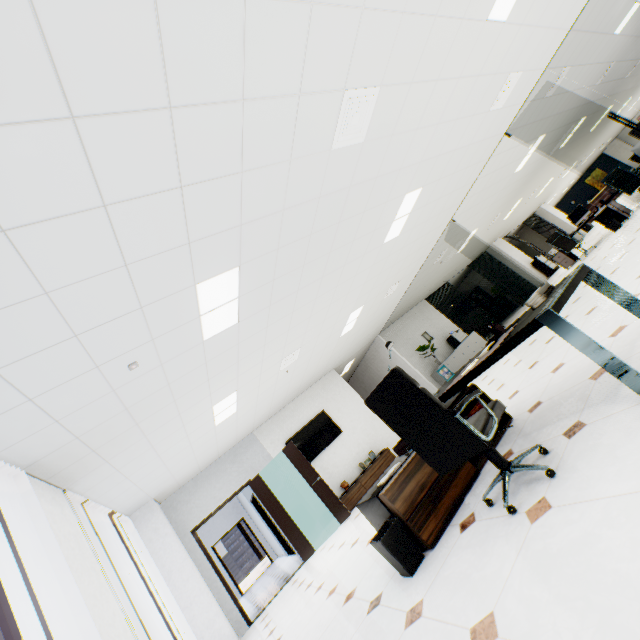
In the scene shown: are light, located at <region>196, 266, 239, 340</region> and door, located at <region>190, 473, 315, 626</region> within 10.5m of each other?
yes

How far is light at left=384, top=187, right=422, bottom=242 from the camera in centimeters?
508cm

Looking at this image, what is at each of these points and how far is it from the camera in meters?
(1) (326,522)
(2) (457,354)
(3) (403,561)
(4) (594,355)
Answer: (1) cupboard, 7.1 m
(2) cupboard, 11.0 m
(3) trash can, 2.5 m
(4) table, 1.9 m

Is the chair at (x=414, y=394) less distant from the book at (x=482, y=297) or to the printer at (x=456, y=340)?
the printer at (x=456, y=340)

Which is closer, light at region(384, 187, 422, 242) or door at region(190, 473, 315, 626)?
light at region(384, 187, 422, 242)

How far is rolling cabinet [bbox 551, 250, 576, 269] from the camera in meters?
11.1

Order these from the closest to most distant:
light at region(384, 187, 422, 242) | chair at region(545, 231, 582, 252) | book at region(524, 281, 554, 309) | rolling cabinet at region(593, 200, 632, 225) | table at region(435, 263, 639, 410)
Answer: table at region(435, 263, 639, 410), book at region(524, 281, 554, 309), light at region(384, 187, 422, 242), rolling cabinet at region(593, 200, 632, 225), chair at region(545, 231, 582, 252)

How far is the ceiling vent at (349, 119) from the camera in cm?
278
